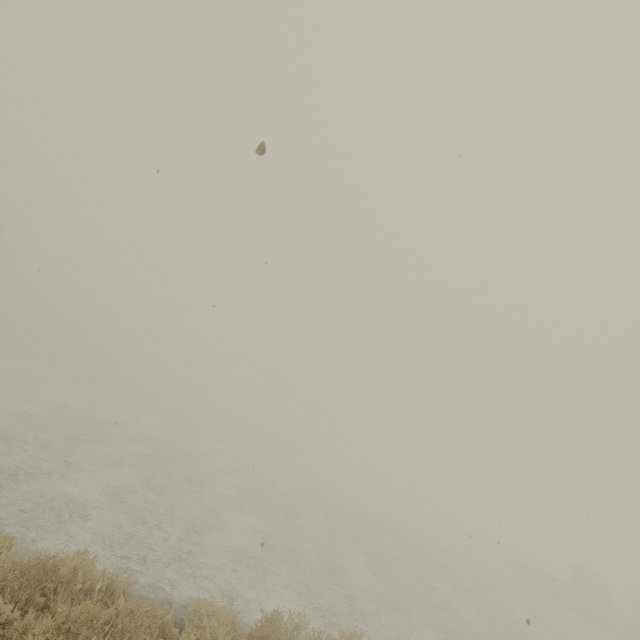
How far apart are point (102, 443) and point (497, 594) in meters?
22.4 m
